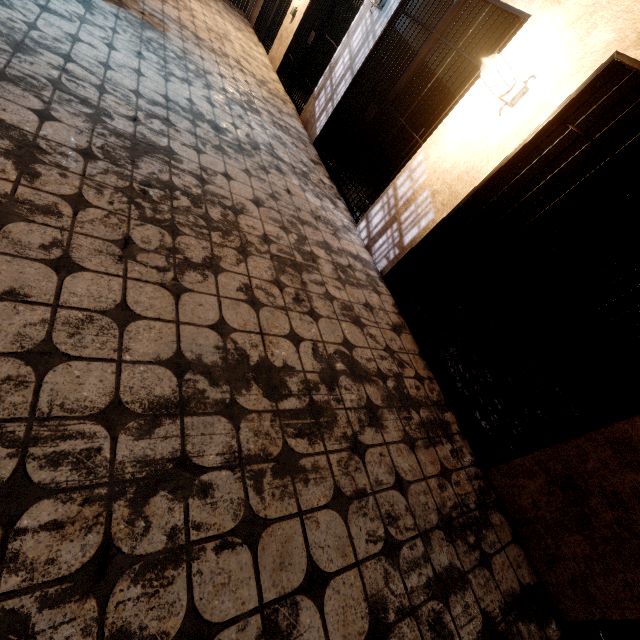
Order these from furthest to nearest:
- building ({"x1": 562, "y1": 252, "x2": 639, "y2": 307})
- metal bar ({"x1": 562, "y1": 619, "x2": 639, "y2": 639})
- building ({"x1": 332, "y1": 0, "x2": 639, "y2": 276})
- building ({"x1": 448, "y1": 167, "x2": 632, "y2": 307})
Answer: building ({"x1": 562, "y1": 252, "x2": 639, "y2": 307}) < building ({"x1": 448, "y1": 167, "x2": 632, "y2": 307}) < building ({"x1": 332, "y1": 0, "x2": 639, "y2": 276}) < metal bar ({"x1": 562, "y1": 619, "x2": 639, "y2": 639})

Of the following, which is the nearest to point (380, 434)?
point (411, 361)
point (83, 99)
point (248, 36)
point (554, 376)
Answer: point (411, 361)

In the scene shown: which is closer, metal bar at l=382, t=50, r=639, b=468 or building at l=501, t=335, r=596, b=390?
metal bar at l=382, t=50, r=639, b=468

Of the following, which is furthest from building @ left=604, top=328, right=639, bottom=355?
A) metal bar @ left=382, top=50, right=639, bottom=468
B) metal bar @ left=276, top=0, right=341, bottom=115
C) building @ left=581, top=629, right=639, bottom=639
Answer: metal bar @ left=276, top=0, right=341, bottom=115

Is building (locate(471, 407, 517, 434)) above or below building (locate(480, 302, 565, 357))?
below

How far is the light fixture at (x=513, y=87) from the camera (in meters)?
2.63

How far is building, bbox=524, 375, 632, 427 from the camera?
3.8m

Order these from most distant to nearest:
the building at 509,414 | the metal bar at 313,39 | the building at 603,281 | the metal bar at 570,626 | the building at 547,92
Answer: the metal bar at 313,39, the building at 603,281, the building at 509,414, the building at 547,92, the metal bar at 570,626
